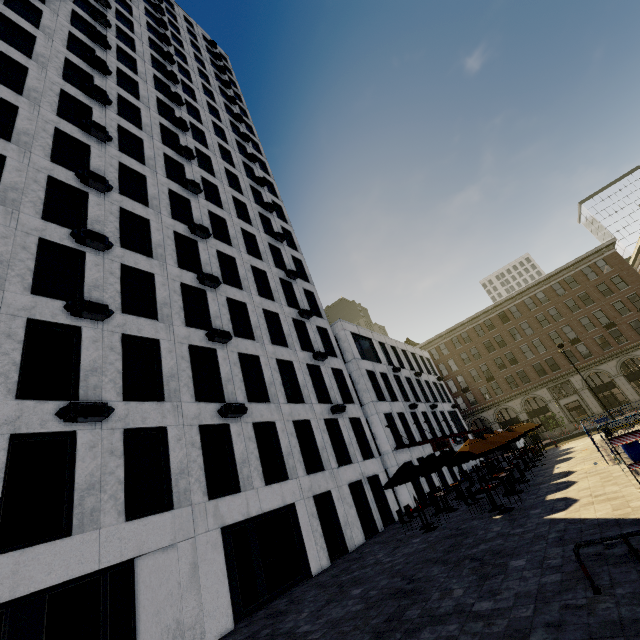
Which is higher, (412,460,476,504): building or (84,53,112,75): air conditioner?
(84,53,112,75): air conditioner

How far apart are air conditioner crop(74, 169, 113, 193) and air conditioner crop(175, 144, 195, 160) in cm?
922

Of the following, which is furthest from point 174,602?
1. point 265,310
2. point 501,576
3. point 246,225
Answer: point 246,225

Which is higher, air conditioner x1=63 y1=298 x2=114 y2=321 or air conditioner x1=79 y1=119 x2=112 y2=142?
air conditioner x1=79 y1=119 x2=112 y2=142

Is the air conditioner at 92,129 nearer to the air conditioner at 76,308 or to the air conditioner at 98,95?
the air conditioner at 98,95

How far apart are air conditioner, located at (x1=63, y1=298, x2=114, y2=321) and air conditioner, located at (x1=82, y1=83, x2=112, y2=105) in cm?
1558

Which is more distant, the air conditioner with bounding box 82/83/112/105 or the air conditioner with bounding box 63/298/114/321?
the air conditioner with bounding box 82/83/112/105

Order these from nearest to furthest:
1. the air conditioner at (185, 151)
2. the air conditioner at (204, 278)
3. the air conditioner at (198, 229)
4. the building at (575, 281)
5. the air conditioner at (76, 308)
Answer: the air conditioner at (76, 308) → the air conditioner at (204, 278) → the air conditioner at (198, 229) → the air conditioner at (185, 151) → the building at (575, 281)
